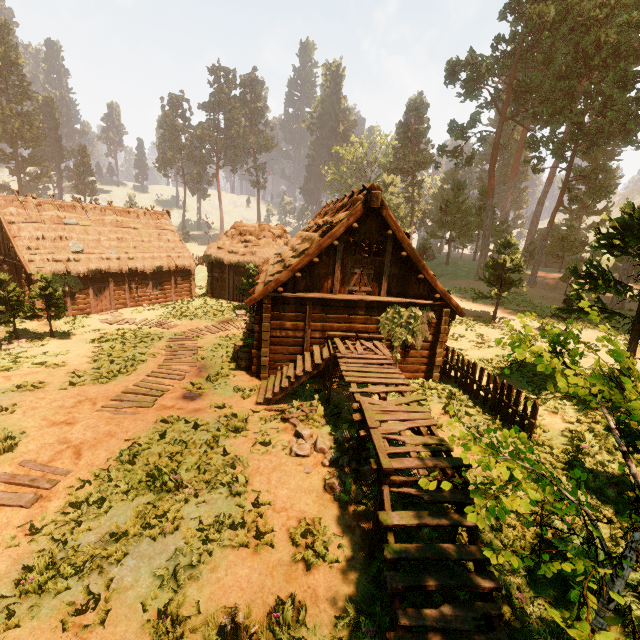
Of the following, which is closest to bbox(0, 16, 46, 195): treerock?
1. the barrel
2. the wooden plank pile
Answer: the wooden plank pile

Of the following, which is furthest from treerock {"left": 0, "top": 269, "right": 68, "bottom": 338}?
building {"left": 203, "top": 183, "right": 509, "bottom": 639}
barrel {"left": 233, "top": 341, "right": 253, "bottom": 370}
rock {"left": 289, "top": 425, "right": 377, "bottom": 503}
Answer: barrel {"left": 233, "top": 341, "right": 253, "bottom": 370}

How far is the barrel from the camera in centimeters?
1407cm

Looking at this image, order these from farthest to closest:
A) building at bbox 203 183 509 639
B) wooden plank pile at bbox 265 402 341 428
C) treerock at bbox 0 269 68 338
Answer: treerock at bbox 0 269 68 338 → wooden plank pile at bbox 265 402 341 428 → building at bbox 203 183 509 639

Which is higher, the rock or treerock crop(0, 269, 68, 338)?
treerock crop(0, 269, 68, 338)

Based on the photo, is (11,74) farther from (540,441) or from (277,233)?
(540,441)

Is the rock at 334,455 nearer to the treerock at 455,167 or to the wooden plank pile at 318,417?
the wooden plank pile at 318,417

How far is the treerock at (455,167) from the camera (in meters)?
36.16
